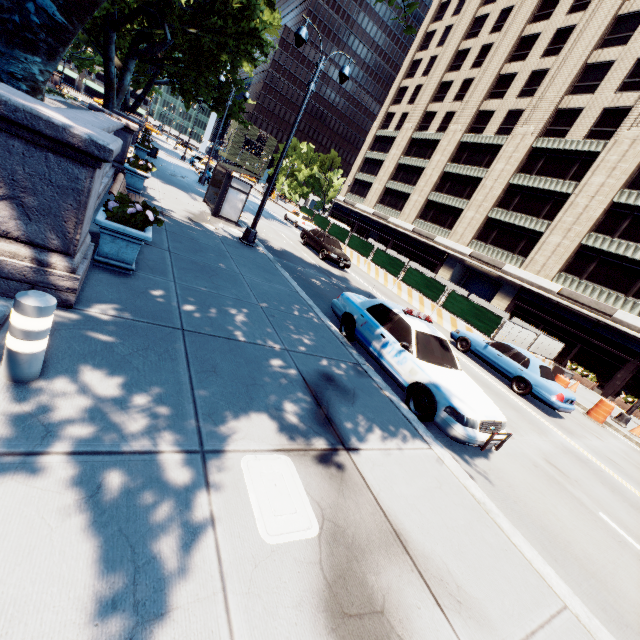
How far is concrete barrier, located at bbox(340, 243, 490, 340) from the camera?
18.4m

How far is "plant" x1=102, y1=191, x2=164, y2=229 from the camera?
5.2m

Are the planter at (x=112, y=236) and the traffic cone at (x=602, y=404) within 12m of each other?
no

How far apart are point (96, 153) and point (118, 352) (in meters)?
2.22

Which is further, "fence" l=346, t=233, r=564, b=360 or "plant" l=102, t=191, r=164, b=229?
"fence" l=346, t=233, r=564, b=360

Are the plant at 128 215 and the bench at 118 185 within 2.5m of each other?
yes

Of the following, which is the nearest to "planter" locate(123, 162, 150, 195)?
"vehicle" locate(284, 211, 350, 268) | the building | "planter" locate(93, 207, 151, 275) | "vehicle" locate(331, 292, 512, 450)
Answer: "planter" locate(93, 207, 151, 275)

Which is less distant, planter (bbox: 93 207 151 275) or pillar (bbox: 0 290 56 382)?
pillar (bbox: 0 290 56 382)
